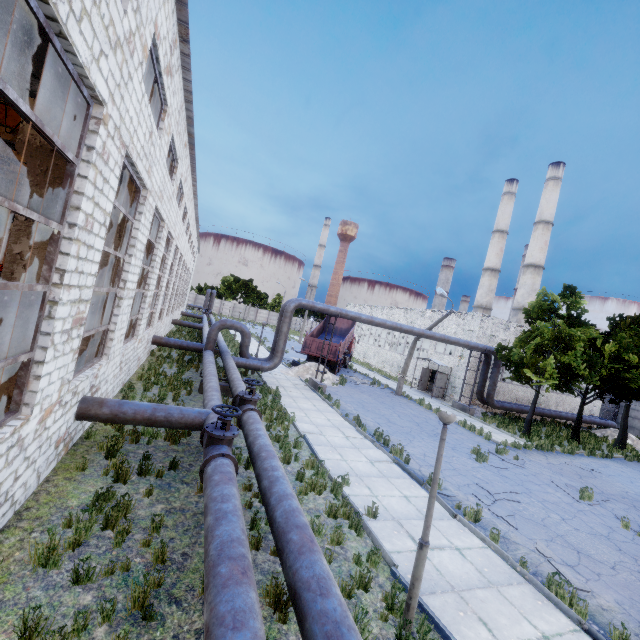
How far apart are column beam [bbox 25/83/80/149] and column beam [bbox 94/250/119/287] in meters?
3.9 m

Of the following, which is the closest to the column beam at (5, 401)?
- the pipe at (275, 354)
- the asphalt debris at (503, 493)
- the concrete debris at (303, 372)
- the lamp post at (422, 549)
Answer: the pipe at (275, 354)

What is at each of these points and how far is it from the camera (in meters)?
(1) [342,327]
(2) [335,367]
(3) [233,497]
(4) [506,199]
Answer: (1) truck dump body, 31.73
(2) truck, 27.28
(3) pipe, 5.12
(4) chimney, 50.66

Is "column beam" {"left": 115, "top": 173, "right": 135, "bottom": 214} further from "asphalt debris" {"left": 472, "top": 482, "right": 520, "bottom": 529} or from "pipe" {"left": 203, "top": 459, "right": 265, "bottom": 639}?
"asphalt debris" {"left": 472, "top": 482, "right": 520, "bottom": 529}

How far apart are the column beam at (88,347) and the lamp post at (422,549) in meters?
9.6

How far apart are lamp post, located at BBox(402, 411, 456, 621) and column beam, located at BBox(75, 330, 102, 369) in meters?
9.6 m

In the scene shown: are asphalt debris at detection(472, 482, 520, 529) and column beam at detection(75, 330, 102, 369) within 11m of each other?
no
